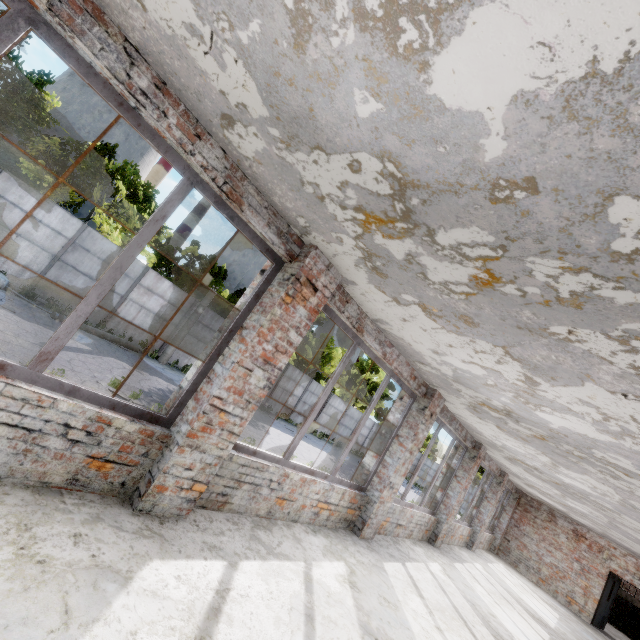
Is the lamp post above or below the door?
below

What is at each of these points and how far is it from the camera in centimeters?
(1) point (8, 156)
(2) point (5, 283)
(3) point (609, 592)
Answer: (1) chimney, 5491cm
(2) lamp post, 1178cm
(3) door, 1337cm

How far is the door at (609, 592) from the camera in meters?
13.1

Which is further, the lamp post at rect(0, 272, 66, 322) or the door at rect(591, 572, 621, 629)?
the door at rect(591, 572, 621, 629)

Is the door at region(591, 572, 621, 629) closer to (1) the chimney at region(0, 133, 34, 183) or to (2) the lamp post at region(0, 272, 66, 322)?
(2) the lamp post at region(0, 272, 66, 322)

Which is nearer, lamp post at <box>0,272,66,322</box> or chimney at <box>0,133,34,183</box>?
lamp post at <box>0,272,66,322</box>

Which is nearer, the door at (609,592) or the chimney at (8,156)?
the door at (609,592)

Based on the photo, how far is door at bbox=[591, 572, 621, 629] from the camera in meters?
13.1
